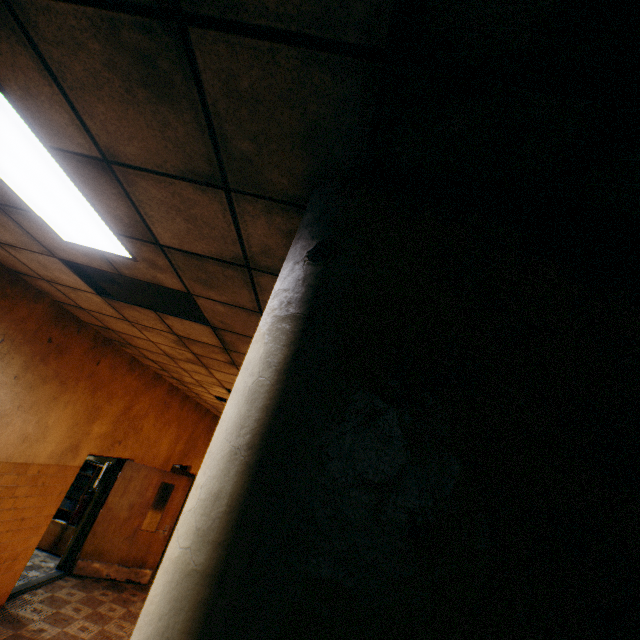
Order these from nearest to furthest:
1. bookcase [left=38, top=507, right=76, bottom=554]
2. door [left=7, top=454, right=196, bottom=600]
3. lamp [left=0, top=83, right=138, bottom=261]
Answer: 1. lamp [left=0, top=83, right=138, bottom=261]
2. door [left=7, top=454, right=196, bottom=600]
3. bookcase [left=38, top=507, right=76, bottom=554]

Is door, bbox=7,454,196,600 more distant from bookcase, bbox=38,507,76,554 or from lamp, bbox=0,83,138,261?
lamp, bbox=0,83,138,261

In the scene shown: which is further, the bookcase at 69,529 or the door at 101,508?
the bookcase at 69,529

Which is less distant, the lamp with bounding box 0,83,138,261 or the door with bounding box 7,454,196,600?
the lamp with bounding box 0,83,138,261

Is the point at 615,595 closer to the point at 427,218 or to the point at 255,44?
the point at 427,218

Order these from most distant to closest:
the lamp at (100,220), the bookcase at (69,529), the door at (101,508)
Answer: the bookcase at (69,529) < the door at (101,508) < the lamp at (100,220)

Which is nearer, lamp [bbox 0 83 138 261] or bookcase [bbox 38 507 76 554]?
lamp [bbox 0 83 138 261]
